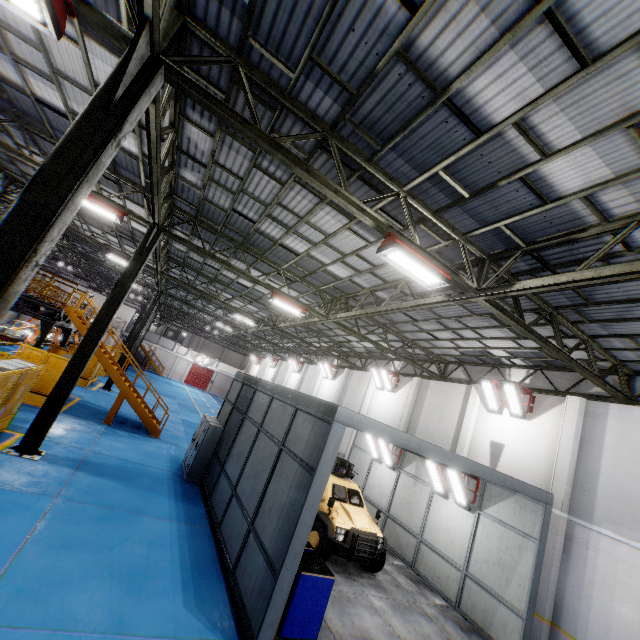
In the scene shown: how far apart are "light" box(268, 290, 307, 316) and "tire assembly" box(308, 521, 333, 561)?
7.43m

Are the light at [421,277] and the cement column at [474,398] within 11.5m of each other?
yes

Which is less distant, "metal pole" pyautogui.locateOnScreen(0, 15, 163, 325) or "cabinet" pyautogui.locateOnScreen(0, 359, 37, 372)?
"metal pole" pyautogui.locateOnScreen(0, 15, 163, 325)

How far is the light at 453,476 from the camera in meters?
10.9

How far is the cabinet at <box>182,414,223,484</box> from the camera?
12.35m

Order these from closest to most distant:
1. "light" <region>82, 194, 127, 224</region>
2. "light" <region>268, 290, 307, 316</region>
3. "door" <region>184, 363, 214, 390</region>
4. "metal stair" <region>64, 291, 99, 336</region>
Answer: "light" <region>82, 194, 127, 224</region> < "light" <region>268, 290, 307, 316</region> < "metal stair" <region>64, 291, 99, 336</region> < "door" <region>184, 363, 214, 390</region>

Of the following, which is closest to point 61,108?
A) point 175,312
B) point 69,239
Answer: point 69,239

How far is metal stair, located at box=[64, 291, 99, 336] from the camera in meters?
15.1
